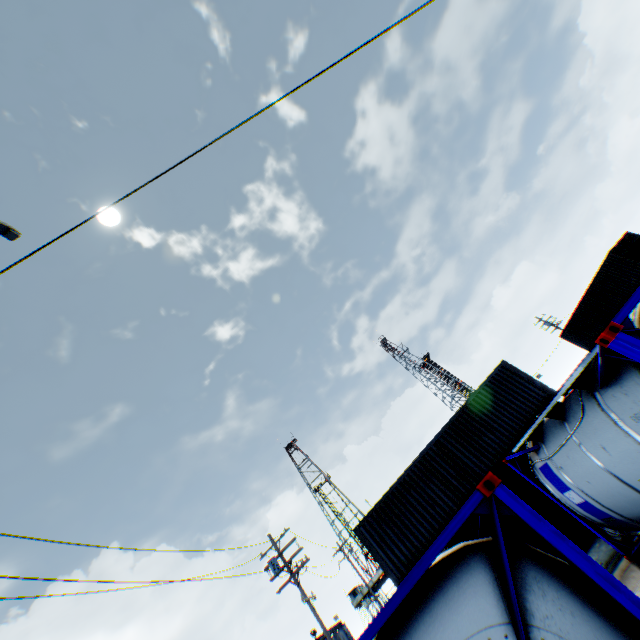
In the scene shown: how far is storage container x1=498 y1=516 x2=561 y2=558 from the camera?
10.4m

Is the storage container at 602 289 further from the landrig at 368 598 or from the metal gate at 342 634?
the landrig at 368 598

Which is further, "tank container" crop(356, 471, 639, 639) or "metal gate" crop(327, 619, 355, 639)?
"metal gate" crop(327, 619, 355, 639)

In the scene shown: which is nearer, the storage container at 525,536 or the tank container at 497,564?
the tank container at 497,564

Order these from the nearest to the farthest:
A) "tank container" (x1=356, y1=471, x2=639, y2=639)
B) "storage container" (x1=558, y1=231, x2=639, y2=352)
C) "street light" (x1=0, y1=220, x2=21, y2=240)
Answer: "tank container" (x1=356, y1=471, x2=639, y2=639), "street light" (x1=0, y1=220, x2=21, y2=240), "storage container" (x1=558, y1=231, x2=639, y2=352)

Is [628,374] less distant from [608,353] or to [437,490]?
[608,353]

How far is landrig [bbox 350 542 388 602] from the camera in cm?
5044
